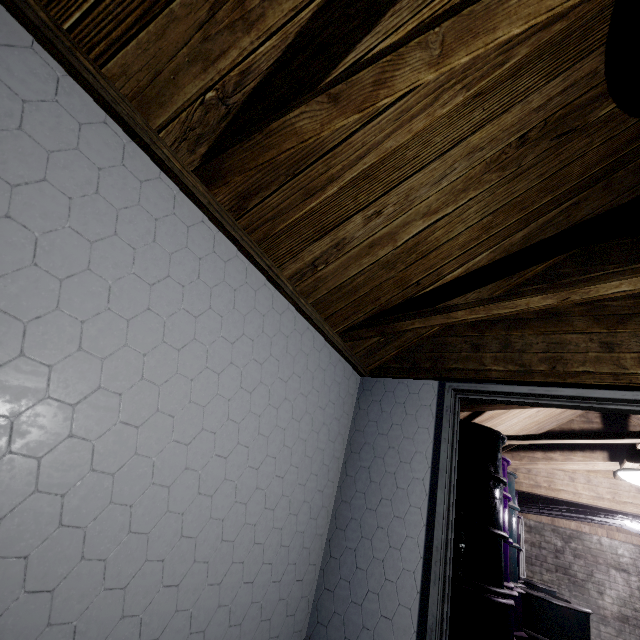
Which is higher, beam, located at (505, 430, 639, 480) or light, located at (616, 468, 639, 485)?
beam, located at (505, 430, 639, 480)

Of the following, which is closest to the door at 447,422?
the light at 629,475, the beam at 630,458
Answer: the beam at 630,458

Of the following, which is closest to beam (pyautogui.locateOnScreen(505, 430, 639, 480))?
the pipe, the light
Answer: the light

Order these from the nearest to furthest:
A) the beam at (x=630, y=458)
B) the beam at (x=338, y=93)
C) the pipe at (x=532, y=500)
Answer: the beam at (x=338, y=93) → the beam at (x=630, y=458) → the pipe at (x=532, y=500)

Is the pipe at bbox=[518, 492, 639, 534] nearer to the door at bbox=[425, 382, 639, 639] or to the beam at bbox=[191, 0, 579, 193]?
the door at bbox=[425, 382, 639, 639]

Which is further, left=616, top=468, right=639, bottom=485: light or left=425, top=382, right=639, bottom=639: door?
left=616, top=468, right=639, bottom=485: light

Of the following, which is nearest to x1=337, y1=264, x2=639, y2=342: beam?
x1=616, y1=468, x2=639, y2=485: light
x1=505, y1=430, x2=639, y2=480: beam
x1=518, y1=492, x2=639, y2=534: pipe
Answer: x1=505, y1=430, x2=639, y2=480: beam

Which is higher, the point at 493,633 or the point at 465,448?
the point at 465,448
